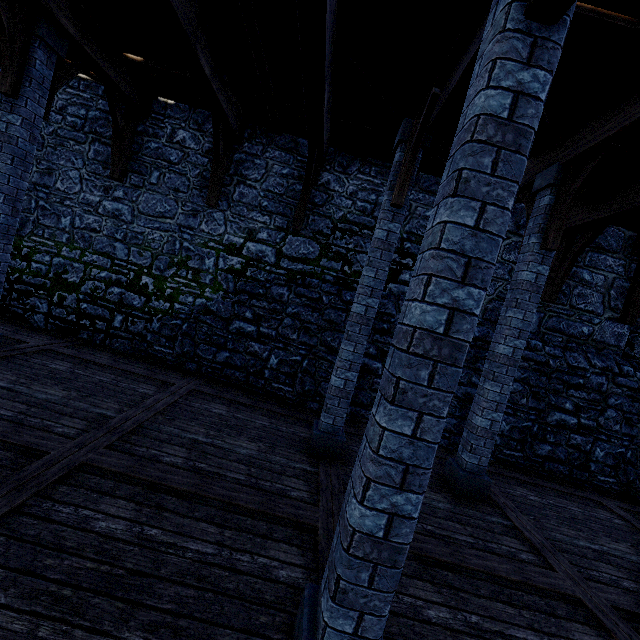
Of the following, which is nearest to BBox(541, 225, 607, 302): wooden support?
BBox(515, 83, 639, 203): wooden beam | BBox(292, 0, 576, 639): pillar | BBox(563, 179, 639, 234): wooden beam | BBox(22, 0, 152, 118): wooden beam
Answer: BBox(563, 179, 639, 234): wooden beam

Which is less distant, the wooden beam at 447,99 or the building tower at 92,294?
the wooden beam at 447,99

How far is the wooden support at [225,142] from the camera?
6.54m

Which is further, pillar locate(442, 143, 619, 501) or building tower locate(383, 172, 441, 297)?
building tower locate(383, 172, 441, 297)

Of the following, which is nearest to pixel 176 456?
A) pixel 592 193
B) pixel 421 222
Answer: pixel 421 222

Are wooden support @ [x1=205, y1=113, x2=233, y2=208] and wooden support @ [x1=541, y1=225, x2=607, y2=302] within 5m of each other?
no

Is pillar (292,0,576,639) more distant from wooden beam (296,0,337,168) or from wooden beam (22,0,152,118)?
wooden beam (22,0,152,118)

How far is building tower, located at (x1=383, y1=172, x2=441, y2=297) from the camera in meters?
7.5
